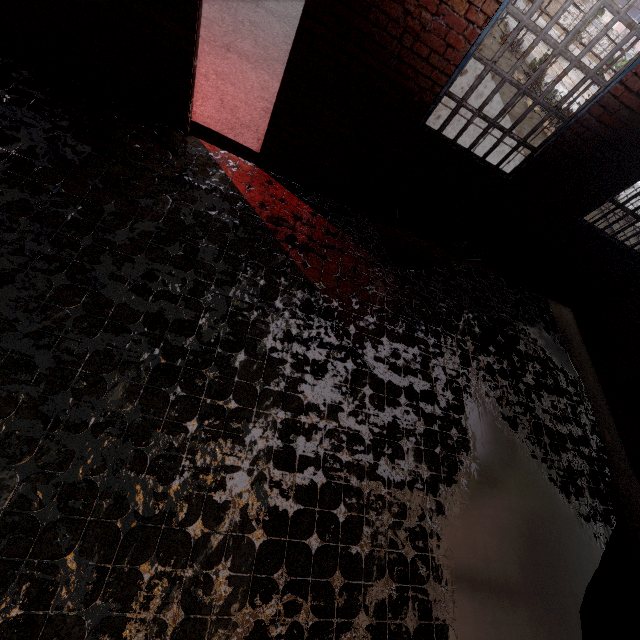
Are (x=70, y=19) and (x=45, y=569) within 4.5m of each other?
no

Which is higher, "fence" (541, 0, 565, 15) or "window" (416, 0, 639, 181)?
"window" (416, 0, 639, 181)

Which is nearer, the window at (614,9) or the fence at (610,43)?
the window at (614,9)

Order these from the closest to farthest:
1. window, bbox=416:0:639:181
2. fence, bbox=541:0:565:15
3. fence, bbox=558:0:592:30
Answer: window, bbox=416:0:639:181, fence, bbox=558:0:592:30, fence, bbox=541:0:565:15

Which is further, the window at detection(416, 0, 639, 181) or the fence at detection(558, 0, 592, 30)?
the fence at detection(558, 0, 592, 30)

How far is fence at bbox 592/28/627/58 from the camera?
12.5m

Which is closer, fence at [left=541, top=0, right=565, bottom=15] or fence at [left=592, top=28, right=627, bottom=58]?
fence at [left=592, top=28, right=627, bottom=58]

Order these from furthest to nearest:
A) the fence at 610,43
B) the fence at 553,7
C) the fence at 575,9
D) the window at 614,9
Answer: the fence at 553,7
the fence at 575,9
the fence at 610,43
the window at 614,9
